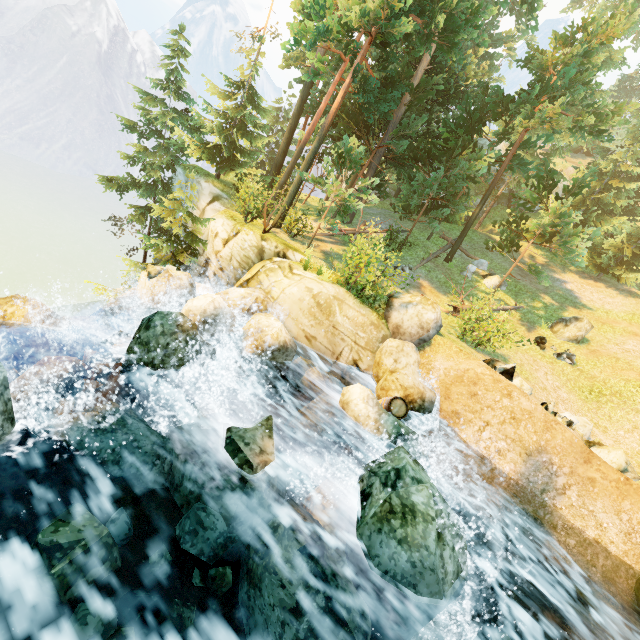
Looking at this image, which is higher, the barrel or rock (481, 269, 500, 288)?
rock (481, 269, 500, 288)

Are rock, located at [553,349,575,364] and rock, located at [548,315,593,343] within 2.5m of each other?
yes

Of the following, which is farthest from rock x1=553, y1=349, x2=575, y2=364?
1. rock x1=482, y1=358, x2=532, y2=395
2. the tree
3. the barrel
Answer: the barrel

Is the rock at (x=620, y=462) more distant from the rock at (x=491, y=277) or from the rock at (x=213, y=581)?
the rock at (x=491, y=277)

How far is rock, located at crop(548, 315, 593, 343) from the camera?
17.42m

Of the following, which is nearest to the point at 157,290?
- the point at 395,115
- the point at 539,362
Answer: the point at 539,362

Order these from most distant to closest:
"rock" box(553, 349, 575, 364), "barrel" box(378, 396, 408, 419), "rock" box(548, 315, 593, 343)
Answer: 1. "rock" box(548, 315, 593, 343)
2. "rock" box(553, 349, 575, 364)
3. "barrel" box(378, 396, 408, 419)

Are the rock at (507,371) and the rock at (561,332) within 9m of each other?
no
